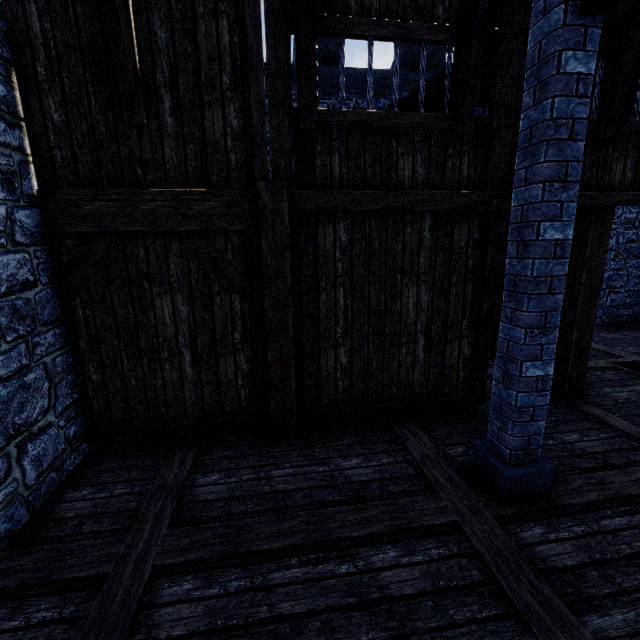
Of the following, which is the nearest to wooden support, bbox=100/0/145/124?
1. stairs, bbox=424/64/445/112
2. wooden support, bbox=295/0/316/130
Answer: stairs, bbox=424/64/445/112

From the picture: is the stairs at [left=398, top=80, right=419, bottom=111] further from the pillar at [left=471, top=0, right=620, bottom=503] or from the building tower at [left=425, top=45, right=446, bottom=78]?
the pillar at [left=471, top=0, right=620, bottom=503]

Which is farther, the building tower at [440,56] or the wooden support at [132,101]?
the building tower at [440,56]

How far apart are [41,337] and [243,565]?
3.1 meters

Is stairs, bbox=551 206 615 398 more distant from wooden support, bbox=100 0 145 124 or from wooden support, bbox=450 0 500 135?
wooden support, bbox=100 0 145 124

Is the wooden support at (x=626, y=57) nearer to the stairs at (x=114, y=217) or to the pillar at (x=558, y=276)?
the stairs at (x=114, y=217)

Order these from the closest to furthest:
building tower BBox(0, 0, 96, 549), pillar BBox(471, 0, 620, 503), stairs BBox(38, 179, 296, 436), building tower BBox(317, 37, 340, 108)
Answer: pillar BBox(471, 0, 620, 503) → building tower BBox(0, 0, 96, 549) → stairs BBox(38, 179, 296, 436) → building tower BBox(317, 37, 340, 108)

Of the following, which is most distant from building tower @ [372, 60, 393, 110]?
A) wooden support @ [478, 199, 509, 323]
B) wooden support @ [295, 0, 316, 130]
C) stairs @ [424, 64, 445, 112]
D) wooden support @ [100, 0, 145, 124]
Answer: wooden support @ [478, 199, 509, 323]
